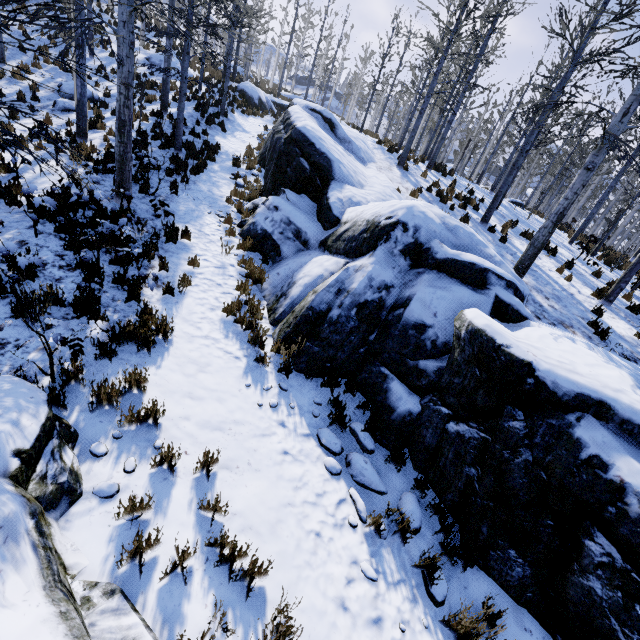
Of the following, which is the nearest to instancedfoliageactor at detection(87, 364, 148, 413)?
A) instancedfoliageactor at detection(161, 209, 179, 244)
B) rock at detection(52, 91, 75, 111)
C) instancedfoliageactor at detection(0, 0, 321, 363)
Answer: instancedfoliageactor at detection(161, 209, 179, 244)

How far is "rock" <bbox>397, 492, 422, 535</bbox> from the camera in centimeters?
412cm

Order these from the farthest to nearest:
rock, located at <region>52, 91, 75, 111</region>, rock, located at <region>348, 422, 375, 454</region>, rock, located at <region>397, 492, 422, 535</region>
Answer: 1. rock, located at <region>52, 91, 75, 111</region>
2. rock, located at <region>348, 422, 375, 454</region>
3. rock, located at <region>397, 492, 422, 535</region>

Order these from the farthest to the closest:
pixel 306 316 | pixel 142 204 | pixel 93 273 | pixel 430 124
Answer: pixel 430 124
pixel 142 204
pixel 306 316
pixel 93 273

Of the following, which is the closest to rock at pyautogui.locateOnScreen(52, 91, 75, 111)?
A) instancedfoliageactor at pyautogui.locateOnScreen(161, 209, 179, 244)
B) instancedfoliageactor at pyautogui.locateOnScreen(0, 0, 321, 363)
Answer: instancedfoliageactor at pyautogui.locateOnScreen(161, 209, 179, 244)

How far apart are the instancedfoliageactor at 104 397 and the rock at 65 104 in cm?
1550

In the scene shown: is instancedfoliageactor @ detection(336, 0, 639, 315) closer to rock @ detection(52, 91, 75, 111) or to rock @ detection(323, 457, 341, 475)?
rock @ detection(323, 457, 341, 475)

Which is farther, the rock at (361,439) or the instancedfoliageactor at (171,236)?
the instancedfoliageactor at (171,236)
